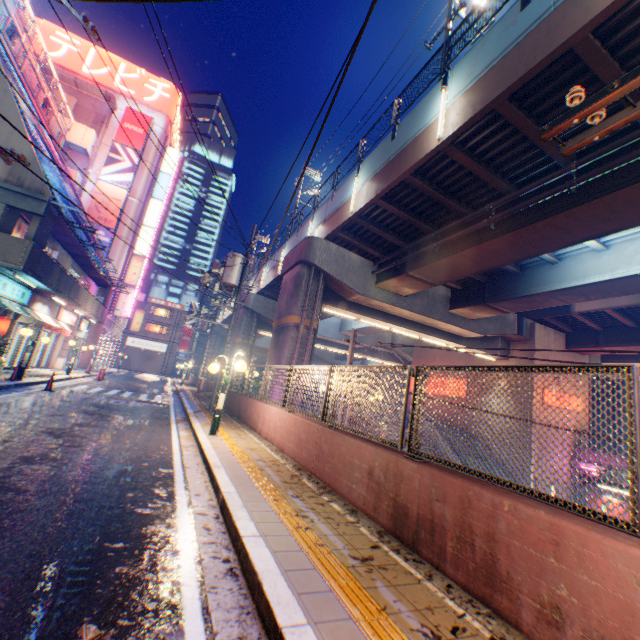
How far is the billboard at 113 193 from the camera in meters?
31.8 m

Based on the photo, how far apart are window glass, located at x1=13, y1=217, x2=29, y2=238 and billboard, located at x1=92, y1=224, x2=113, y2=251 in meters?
17.0

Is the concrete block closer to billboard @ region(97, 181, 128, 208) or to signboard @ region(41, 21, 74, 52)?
billboard @ region(97, 181, 128, 208)

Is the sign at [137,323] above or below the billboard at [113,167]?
below

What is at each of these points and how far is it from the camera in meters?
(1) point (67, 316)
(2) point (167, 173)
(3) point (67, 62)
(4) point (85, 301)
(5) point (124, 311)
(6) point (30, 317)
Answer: (1) sign, 21.5 m
(2) sign, 37.1 m
(3) signboard, 32.6 m
(4) balcony, 20.8 m
(5) sign, 33.5 m
(6) awning, 14.6 m

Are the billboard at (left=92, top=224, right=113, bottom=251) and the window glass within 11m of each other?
no

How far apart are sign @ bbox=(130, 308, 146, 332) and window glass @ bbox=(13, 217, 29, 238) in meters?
32.8 m

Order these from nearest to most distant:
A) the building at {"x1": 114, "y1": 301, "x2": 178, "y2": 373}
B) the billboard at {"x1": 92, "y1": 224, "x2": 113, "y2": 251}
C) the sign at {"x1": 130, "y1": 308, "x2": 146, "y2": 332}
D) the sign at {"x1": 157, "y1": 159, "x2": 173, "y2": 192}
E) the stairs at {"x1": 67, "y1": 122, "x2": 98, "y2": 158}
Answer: the stairs at {"x1": 67, "y1": 122, "x2": 98, "y2": 158} < the billboard at {"x1": 92, "y1": 224, "x2": 113, "y2": 251} < the sign at {"x1": 157, "y1": 159, "x2": 173, "y2": 192} < the sign at {"x1": 130, "y1": 308, "x2": 146, "y2": 332} < the building at {"x1": 114, "y1": 301, "x2": 178, "y2": 373}
